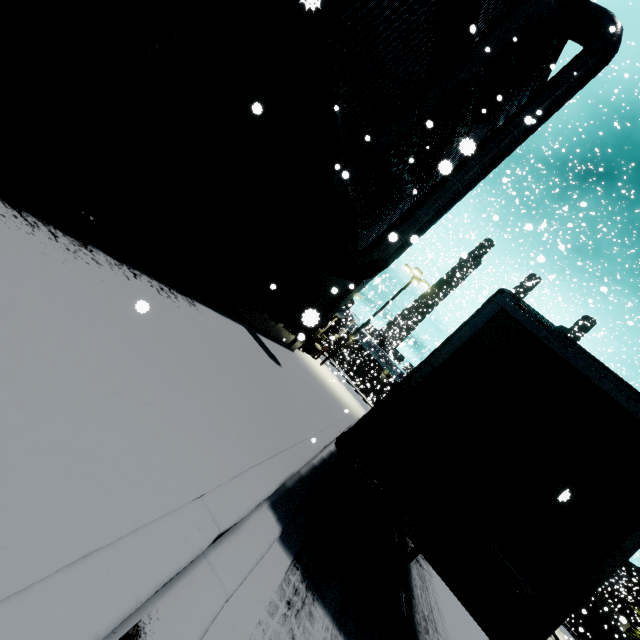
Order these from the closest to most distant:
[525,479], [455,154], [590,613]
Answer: [525,479], [455,154], [590,613]

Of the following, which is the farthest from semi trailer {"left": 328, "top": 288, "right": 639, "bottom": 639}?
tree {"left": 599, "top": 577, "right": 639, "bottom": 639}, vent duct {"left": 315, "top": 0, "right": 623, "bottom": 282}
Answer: tree {"left": 599, "top": 577, "right": 639, "bottom": 639}

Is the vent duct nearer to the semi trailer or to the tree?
the semi trailer

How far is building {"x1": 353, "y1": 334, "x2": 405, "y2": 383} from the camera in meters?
40.9

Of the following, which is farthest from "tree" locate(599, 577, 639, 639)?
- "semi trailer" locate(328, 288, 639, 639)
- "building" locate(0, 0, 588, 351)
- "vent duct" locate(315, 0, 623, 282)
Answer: "vent duct" locate(315, 0, 623, 282)

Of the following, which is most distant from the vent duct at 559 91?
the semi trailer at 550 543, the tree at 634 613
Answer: the tree at 634 613

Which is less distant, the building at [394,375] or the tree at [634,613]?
the tree at [634,613]

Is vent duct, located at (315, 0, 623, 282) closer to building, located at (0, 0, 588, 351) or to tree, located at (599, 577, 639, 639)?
building, located at (0, 0, 588, 351)
